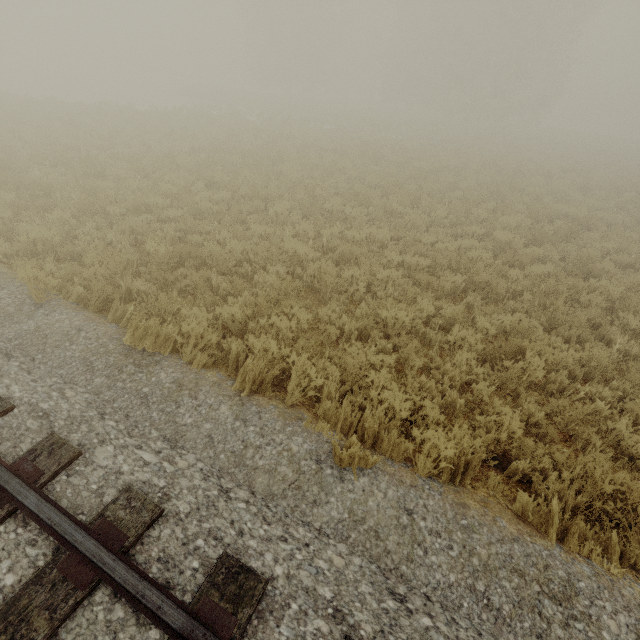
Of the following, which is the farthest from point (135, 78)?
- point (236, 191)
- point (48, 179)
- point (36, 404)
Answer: point (36, 404)
